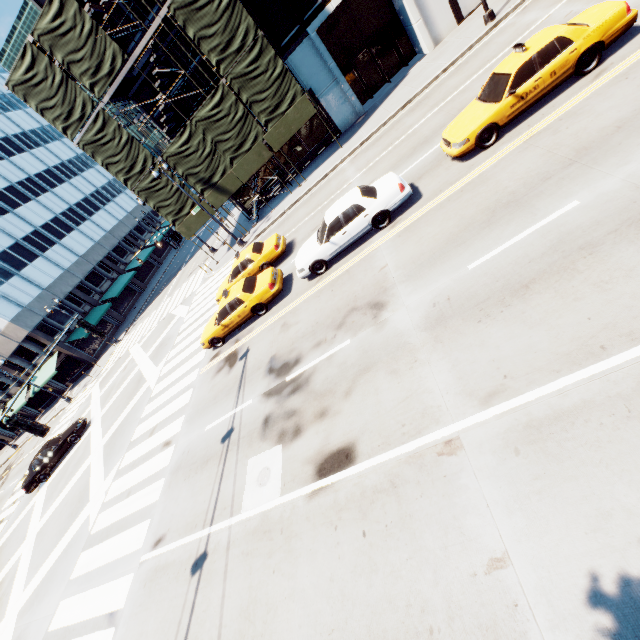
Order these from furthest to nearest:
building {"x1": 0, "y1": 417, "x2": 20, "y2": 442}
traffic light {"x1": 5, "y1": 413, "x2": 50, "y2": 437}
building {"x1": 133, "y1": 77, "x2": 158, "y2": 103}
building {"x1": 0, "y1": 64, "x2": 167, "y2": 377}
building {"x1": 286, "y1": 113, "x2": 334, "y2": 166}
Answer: building {"x1": 0, "y1": 417, "x2": 20, "y2": 442} → building {"x1": 0, "y1": 64, "x2": 167, "y2": 377} → building {"x1": 286, "y1": 113, "x2": 334, "y2": 166} → building {"x1": 133, "y1": 77, "x2": 158, "y2": 103} → traffic light {"x1": 5, "y1": 413, "x2": 50, "y2": 437}

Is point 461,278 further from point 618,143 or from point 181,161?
point 181,161

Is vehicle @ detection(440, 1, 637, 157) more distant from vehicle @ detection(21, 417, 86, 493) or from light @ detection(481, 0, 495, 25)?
vehicle @ detection(21, 417, 86, 493)

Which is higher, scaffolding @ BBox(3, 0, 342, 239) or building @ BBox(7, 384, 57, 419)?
scaffolding @ BBox(3, 0, 342, 239)

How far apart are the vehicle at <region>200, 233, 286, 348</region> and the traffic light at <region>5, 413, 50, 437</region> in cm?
697

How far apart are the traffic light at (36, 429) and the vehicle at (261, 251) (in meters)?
6.97

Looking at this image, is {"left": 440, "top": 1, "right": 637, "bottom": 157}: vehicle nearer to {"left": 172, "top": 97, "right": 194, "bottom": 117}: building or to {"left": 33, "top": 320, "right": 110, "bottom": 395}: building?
{"left": 172, "top": 97, "right": 194, "bottom": 117}: building

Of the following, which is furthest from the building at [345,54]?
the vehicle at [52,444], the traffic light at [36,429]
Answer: the traffic light at [36,429]
